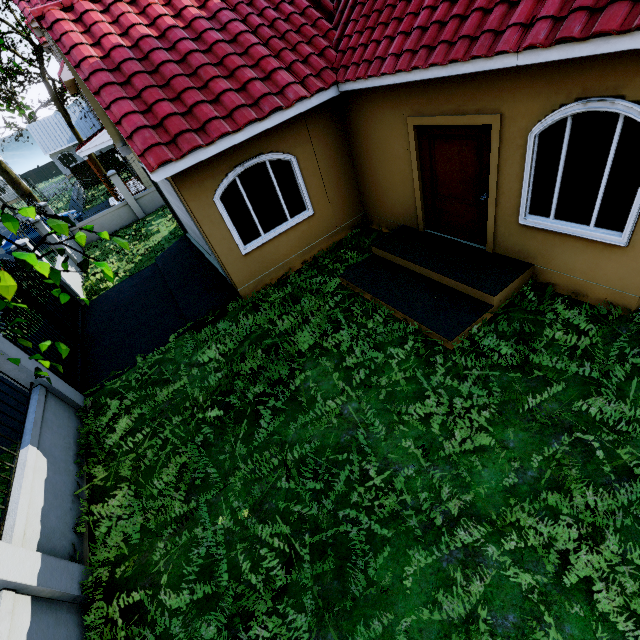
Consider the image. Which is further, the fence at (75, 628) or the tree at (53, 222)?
the fence at (75, 628)

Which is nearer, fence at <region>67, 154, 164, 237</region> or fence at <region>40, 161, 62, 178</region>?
fence at <region>67, 154, 164, 237</region>

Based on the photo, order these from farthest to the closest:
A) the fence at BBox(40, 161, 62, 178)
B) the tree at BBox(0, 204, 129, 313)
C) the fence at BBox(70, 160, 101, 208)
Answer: the fence at BBox(40, 161, 62, 178) → the fence at BBox(70, 160, 101, 208) → the tree at BBox(0, 204, 129, 313)

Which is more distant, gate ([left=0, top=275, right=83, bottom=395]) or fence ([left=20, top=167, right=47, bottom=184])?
fence ([left=20, top=167, right=47, bottom=184])

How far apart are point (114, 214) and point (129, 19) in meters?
12.0

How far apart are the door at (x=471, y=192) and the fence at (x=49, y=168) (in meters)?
66.79

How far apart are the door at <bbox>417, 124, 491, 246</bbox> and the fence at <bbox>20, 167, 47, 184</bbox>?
67.3 meters

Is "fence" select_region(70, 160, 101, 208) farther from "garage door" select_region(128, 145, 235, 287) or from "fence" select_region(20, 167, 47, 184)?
"fence" select_region(20, 167, 47, 184)
